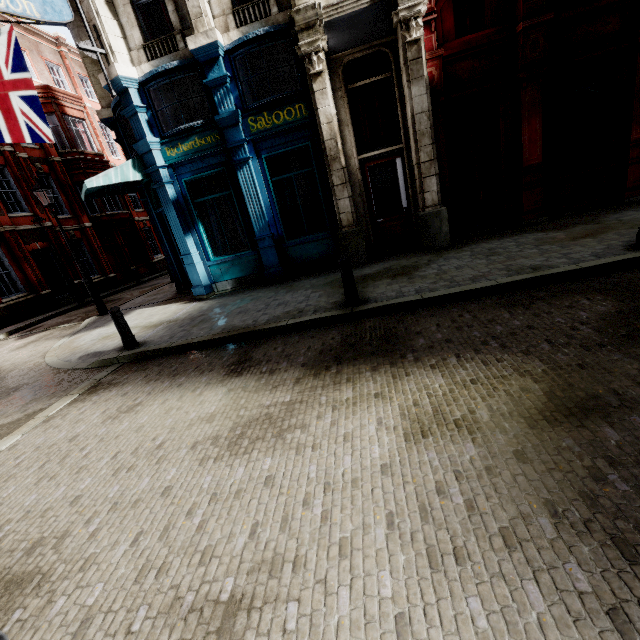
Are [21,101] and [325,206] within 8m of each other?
no

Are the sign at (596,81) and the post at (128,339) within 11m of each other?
Answer: no

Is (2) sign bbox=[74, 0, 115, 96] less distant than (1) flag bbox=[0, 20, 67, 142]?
Yes

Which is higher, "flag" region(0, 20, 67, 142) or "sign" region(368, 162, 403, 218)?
"flag" region(0, 20, 67, 142)

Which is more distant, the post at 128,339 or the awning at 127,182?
the awning at 127,182

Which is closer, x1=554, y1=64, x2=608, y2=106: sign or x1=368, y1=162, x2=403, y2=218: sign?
x1=554, y1=64, x2=608, y2=106: sign

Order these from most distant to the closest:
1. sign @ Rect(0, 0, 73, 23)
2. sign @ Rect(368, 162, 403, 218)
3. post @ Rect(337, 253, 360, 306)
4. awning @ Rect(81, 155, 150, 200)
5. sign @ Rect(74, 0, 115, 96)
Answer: sign @ Rect(368, 162, 403, 218) → awning @ Rect(81, 155, 150, 200) → sign @ Rect(74, 0, 115, 96) → sign @ Rect(0, 0, 73, 23) → post @ Rect(337, 253, 360, 306)

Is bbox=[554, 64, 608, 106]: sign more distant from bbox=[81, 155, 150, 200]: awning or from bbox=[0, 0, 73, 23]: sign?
bbox=[81, 155, 150, 200]: awning
